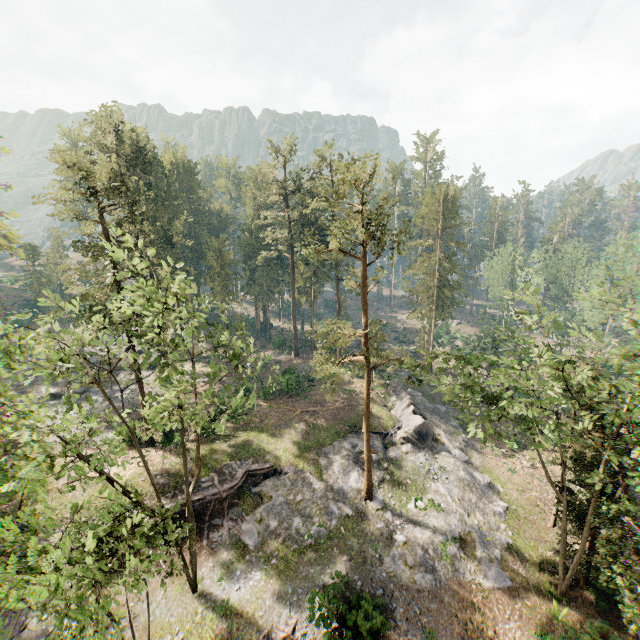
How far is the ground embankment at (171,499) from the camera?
22.5 meters

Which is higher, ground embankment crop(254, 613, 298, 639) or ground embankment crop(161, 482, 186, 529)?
ground embankment crop(161, 482, 186, 529)

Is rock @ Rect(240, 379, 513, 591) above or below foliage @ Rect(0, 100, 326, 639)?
below

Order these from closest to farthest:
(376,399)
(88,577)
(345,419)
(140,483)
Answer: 1. (88,577)
2. (140,483)
3. (345,419)
4. (376,399)

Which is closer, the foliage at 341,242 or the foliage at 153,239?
the foliage at 153,239

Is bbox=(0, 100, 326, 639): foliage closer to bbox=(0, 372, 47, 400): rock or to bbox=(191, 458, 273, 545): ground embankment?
bbox=(0, 372, 47, 400): rock

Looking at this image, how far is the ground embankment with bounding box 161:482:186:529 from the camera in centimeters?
2251cm

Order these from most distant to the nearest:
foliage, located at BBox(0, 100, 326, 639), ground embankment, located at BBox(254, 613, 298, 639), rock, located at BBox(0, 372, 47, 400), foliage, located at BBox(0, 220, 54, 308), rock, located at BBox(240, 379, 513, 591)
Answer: foliage, located at BBox(0, 220, 54, 308) < rock, located at BBox(0, 372, 47, 400) < rock, located at BBox(240, 379, 513, 591) < ground embankment, located at BBox(254, 613, 298, 639) < foliage, located at BBox(0, 100, 326, 639)
